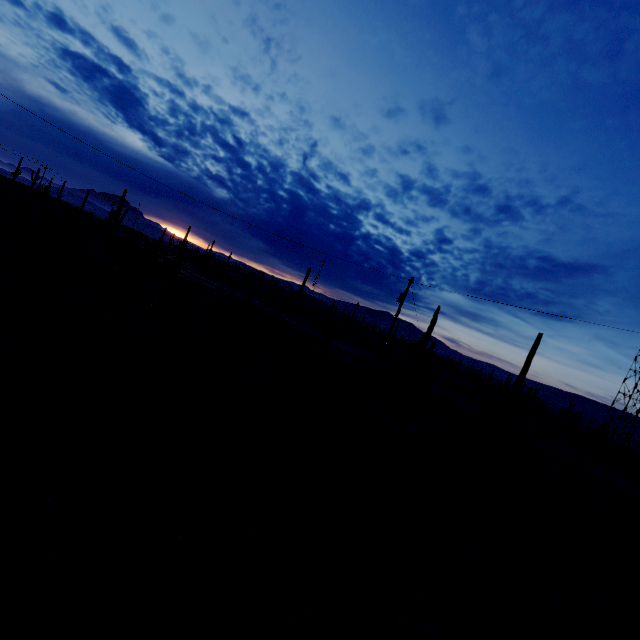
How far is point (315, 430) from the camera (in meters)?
11.34
